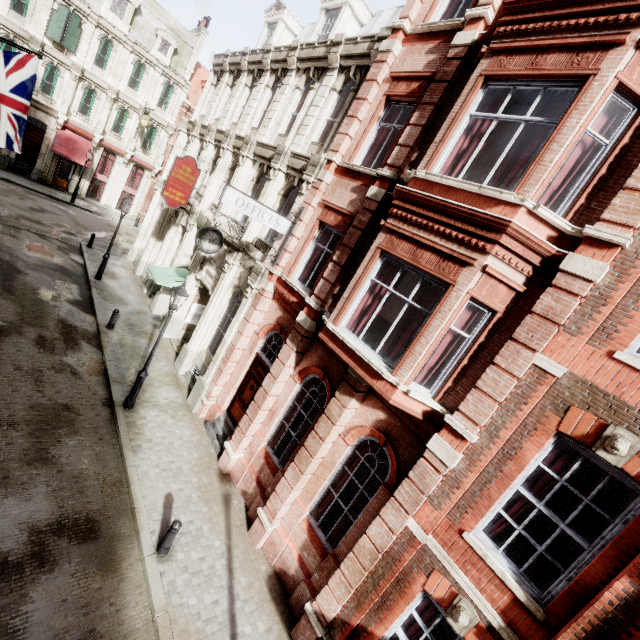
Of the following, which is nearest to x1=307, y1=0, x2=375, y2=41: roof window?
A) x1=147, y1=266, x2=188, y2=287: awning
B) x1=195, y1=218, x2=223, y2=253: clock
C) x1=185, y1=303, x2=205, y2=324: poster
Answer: x1=195, y1=218, x2=223, y2=253: clock

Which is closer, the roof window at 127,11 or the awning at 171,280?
the awning at 171,280

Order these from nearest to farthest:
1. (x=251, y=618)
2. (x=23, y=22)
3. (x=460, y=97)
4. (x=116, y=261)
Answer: (x=460, y=97)
(x=251, y=618)
(x=116, y=261)
(x=23, y=22)

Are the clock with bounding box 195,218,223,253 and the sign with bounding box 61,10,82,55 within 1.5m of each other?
no

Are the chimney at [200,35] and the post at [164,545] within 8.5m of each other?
no

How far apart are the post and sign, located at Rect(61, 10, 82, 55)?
34.03m

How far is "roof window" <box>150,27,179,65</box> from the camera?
28.09m

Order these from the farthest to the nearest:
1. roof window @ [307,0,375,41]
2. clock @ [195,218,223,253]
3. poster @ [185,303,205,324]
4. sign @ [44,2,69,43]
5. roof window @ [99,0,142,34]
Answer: roof window @ [99,0,142,34], sign @ [44,2,69,43], poster @ [185,303,205,324], roof window @ [307,0,375,41], clock @ [195,218,223,253]
